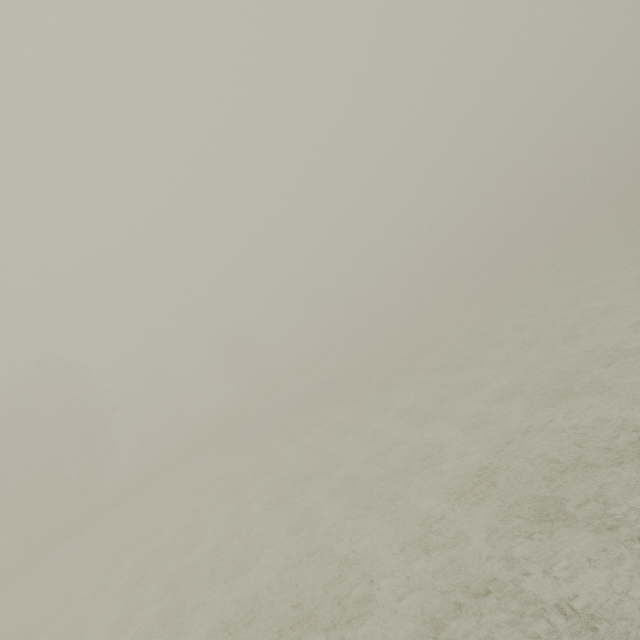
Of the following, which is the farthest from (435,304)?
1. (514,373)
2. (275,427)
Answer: (514,373)
